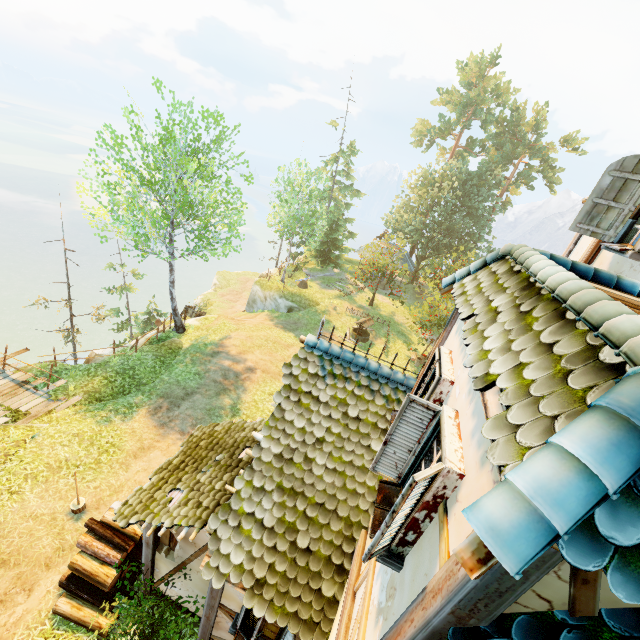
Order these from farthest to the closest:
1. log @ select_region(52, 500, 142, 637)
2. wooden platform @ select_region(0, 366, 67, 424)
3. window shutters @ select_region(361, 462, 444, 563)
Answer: wooden platform @ select_region(0, 366, 67, 424), log @ select_region(52, 500, 142, 637), window shutters @ select_region(361, 462, 444, 563)

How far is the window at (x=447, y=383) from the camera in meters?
3.7 m

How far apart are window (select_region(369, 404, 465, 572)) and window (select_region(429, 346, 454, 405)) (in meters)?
0.38

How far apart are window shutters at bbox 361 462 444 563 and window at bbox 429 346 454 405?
0.49m

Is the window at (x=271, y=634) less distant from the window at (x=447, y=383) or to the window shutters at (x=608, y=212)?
the window at (x=447, y=383)

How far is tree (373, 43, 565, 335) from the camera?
32.0 meters

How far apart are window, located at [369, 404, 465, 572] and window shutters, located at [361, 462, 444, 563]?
0.0 meters

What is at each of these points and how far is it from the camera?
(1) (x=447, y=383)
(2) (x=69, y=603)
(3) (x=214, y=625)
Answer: (1) window, 3.7 meters
(2) log, 6.9 meters
(3) building, 6.0 meters
